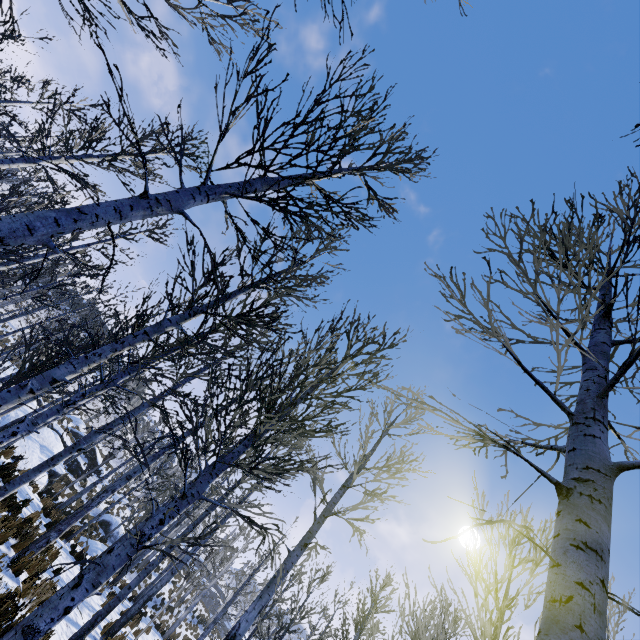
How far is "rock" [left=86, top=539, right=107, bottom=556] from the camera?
16.80m

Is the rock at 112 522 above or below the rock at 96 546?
above

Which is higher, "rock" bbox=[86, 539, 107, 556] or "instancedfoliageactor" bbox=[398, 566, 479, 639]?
"instancedfoliageactor" bbox=[398, 566, 479, 639]

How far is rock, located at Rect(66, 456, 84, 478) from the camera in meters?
28.2 m

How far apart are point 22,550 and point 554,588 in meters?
11.3

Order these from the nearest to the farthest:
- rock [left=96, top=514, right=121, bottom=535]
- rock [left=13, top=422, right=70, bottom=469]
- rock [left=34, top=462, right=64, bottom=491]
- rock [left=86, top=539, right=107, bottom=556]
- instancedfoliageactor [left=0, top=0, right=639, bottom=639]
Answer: instancedfoliageactor [left=0, top=0, right=639, bottom=639]
rock [left=86, top=539, right=107, bottom=556]
rock [left=13, top=422, right=70, bottom=469]
rock [left=34, top=462, right=64, bottom=491]
rock [left=96, top=514, right=121, bottom=535]

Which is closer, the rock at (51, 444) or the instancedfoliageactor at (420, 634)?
the instancedfoliageactor at (420, 634)
